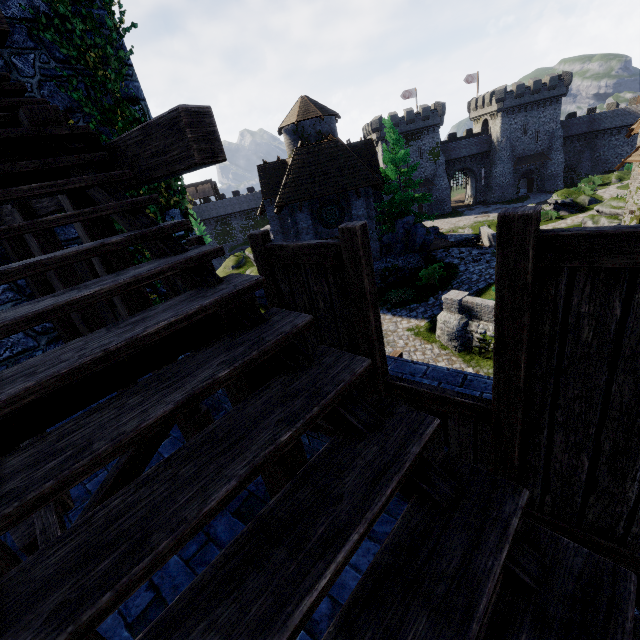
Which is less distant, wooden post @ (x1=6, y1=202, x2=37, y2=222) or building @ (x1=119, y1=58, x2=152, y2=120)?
wooden post @ (x1=6, y1=202, x2=37, y2=222)

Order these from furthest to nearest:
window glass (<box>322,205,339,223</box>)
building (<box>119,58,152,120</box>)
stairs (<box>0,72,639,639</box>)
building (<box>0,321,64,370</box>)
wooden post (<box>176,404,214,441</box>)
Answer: window glass (<box>322,205,339,223</box>) → building (<box>119,58,152,120</box>) → building (<box>0,321,64,370</box>) → wooden post (<box>176,404,214,441</box>) → stairs (<box>0,72,639,639</box>)

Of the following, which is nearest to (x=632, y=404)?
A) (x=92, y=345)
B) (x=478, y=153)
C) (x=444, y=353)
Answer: (x=92, y=345)

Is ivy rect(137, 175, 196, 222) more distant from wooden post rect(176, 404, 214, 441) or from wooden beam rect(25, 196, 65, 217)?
wooden post rect(176, 404, 214, 441)

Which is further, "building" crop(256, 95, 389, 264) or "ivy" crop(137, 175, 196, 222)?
"building" crop(256, 95, 389, 264)

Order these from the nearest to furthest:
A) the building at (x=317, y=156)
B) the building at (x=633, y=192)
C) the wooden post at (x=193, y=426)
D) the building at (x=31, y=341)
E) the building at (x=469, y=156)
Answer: the wooden post at (x=193, y=426)
the building at (x=31, y=341)
the building at (x=633, y=192)
the building at (x=317, y=156)
the building at (x=469, y=156)

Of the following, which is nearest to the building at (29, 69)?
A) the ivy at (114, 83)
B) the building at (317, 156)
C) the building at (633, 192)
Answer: the ivy at (114, 83)

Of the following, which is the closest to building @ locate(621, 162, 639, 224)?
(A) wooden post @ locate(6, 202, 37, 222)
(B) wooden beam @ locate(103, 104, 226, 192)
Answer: (B) wooden beam @ locate(103, 104, 226, 192)
